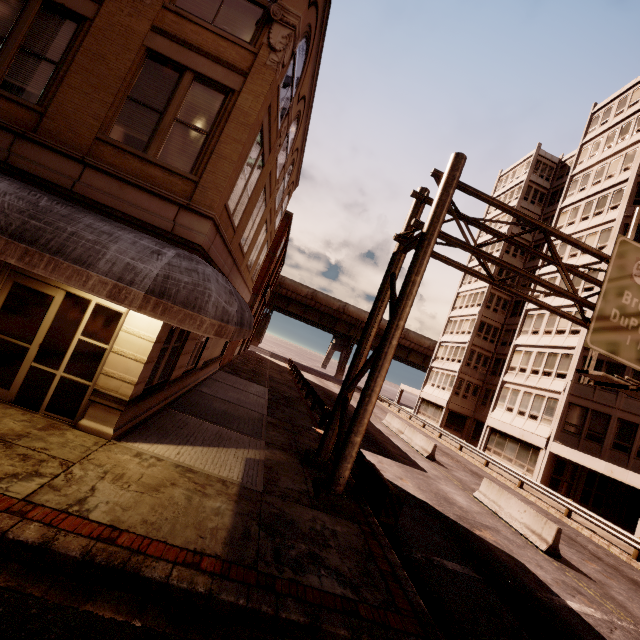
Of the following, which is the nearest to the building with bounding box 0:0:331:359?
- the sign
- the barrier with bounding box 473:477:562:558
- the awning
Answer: the awning

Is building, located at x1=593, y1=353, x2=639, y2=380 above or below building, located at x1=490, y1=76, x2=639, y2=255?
below

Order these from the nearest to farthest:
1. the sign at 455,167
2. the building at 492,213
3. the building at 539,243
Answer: the sign at 455,167
the building at 539,243
the building at 492,213

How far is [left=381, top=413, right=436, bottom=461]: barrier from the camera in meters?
19.8 m

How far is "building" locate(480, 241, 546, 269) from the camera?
38.8m

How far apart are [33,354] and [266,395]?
12.6 meters

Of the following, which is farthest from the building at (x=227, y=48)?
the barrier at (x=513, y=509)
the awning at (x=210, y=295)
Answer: the barrier at (x=513, y=509)
